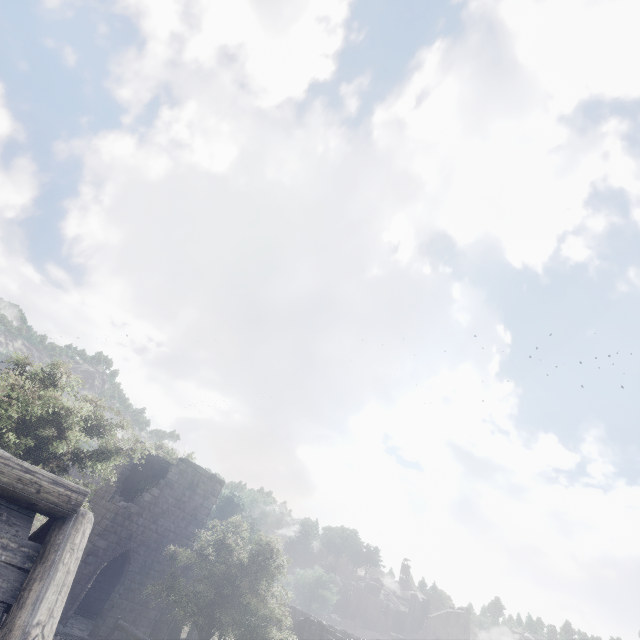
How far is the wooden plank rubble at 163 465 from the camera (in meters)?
22.45

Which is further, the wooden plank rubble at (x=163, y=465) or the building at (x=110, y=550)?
the wooden plank rubble at (x=163, y=465)

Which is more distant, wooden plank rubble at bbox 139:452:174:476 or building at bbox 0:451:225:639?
wooden plank rubble at bbox 139:452:174:476

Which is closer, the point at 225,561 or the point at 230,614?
the point at 230,614

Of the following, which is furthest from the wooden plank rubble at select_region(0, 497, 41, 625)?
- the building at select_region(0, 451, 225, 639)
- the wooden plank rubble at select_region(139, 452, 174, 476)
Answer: the wooden plank rubble at select_region(139, 452, 174, 476)

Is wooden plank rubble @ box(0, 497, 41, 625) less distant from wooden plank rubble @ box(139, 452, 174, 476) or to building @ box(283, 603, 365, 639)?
building @ box(283, 603, 365, 639)

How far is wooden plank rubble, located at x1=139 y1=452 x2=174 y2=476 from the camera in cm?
2245
